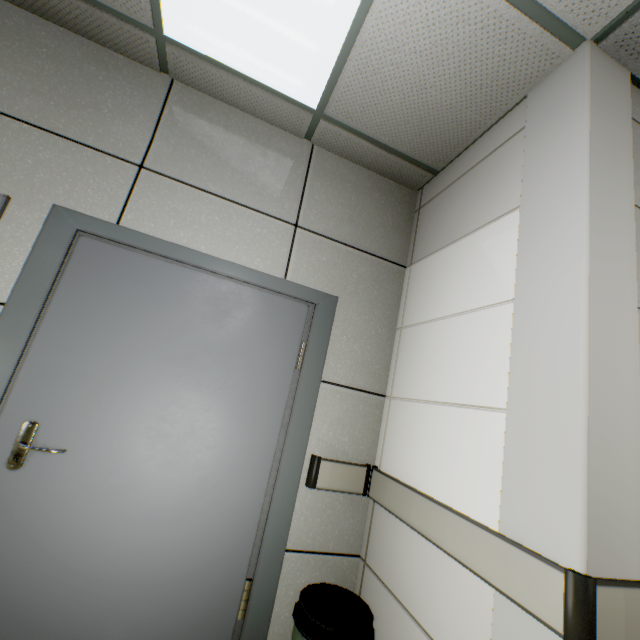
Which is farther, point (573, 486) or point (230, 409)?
point (230, 409)
